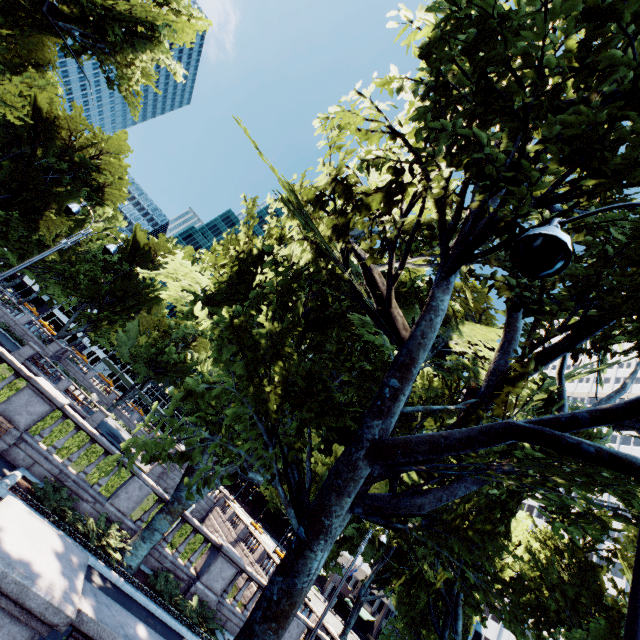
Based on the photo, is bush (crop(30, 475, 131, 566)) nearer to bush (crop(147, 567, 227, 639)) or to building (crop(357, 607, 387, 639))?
bush (crop(147, 567, 227, 639))

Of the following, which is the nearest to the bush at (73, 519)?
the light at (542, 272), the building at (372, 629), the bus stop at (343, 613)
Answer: the light at (542, 272)

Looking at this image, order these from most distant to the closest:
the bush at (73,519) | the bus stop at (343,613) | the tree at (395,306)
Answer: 1. the bus stop at (343,613)
2. the bush at (73,519)
3. the tree at (395,306)

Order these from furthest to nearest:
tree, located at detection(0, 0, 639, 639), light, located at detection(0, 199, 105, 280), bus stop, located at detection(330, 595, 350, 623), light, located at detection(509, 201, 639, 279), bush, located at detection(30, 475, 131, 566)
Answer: bus stop, located at detection(330, 595, 350, 623)
light, located at detection(0, 199, 105, 280)
bush, located at detection(30, 475, 131, 566)
tree, located at detection(0, 0, 639, 639)
light, located at detection(509, 201, 639, 279)

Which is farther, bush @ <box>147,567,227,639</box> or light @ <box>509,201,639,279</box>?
bush @ <box>147,567,227,639</box>

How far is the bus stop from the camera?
57.7 meters

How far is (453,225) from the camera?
7.3m

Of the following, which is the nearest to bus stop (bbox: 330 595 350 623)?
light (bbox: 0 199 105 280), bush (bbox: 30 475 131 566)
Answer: bush (bbox: 30 475 131 566)
